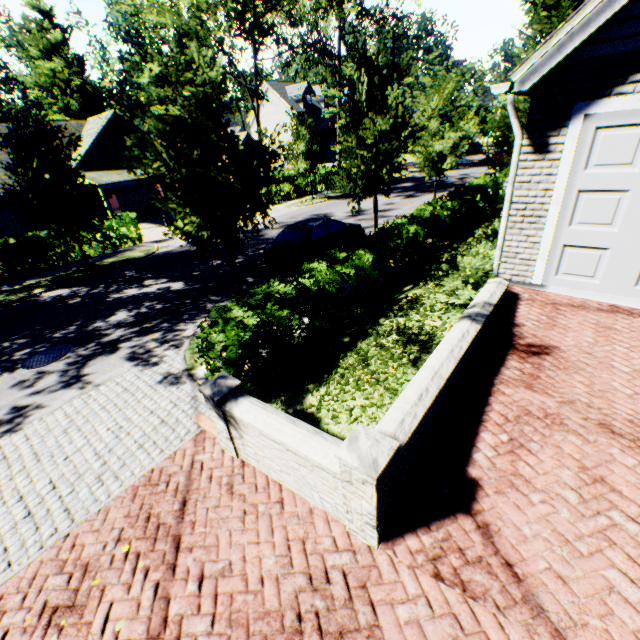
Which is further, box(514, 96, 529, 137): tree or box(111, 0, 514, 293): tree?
box(514, 96, 529, 137): tree

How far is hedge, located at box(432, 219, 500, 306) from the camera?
6.5m

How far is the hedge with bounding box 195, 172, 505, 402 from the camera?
5.8m

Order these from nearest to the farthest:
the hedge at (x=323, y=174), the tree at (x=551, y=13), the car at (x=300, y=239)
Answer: the car at (x=300, y=239) < the tree at (x=551, y=13) < the hedge at (x=323, y=174)

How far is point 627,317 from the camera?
5.49m

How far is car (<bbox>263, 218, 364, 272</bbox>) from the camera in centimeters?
1145cm

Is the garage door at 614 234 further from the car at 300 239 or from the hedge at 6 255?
the hedge at 6 255

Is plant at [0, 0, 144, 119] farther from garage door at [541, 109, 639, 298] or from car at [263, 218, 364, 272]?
garage door at [541, 109, 639, 298]
